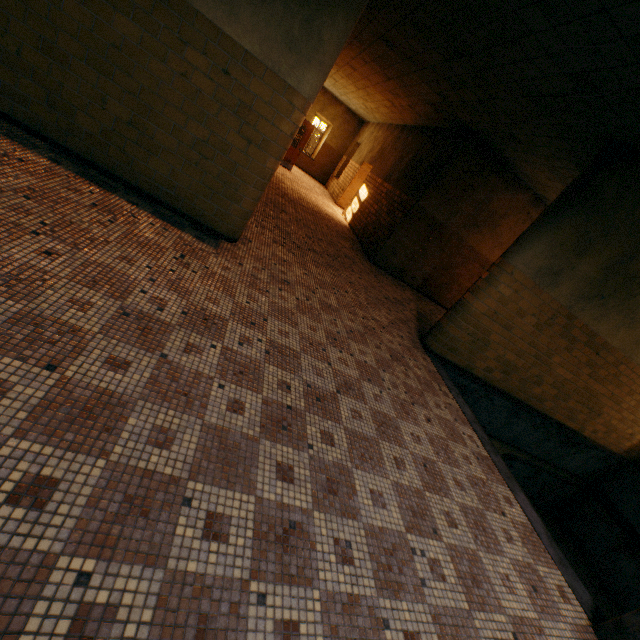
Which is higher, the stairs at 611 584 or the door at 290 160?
the door at 290 160

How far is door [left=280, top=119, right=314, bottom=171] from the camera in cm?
1377

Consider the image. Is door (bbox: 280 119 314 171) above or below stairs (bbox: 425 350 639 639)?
above

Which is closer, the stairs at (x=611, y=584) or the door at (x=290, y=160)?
the stairs at (x=611, y=584)

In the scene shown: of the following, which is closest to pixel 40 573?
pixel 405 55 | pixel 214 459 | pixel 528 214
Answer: pixel 214 459

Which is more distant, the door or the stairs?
the door
